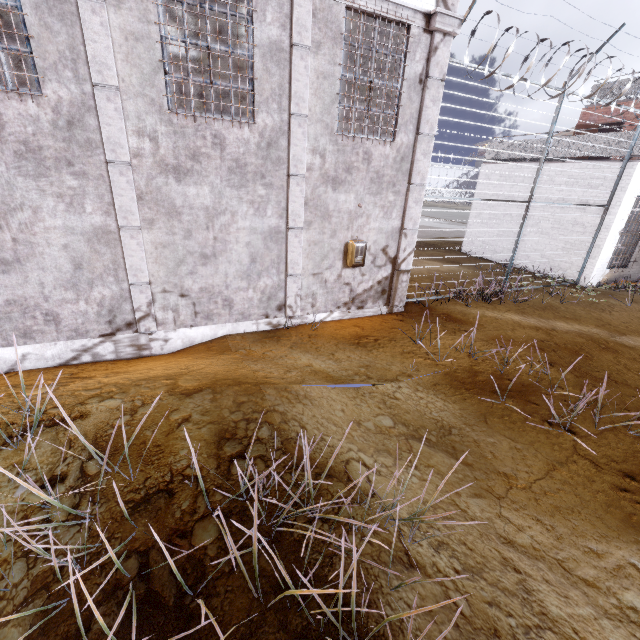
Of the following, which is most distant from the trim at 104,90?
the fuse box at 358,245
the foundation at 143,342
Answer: the fuse box at 358,245

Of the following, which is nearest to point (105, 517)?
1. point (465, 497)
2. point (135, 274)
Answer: point (465, 497)

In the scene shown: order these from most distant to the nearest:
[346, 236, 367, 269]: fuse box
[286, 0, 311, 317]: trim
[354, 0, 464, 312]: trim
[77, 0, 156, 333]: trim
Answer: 1. [346, 236, 367, 269]: fuse box
2. [354, 0, 464, 312]: trim
3. [286, 0, 311, 317]: trim
4. [77, 0, 156, 333]: trim

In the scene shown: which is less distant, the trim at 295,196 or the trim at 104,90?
the trim at 104,90

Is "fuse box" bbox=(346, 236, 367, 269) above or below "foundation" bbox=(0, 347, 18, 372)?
above

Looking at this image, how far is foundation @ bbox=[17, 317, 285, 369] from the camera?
5.71m

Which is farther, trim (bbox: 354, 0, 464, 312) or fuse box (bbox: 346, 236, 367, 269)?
fuse box (bbox: 346, 236, 367, 269)

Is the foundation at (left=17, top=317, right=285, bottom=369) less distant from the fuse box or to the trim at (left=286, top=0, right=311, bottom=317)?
the trim at (left=286, top=0, right=311, bottom=317)
